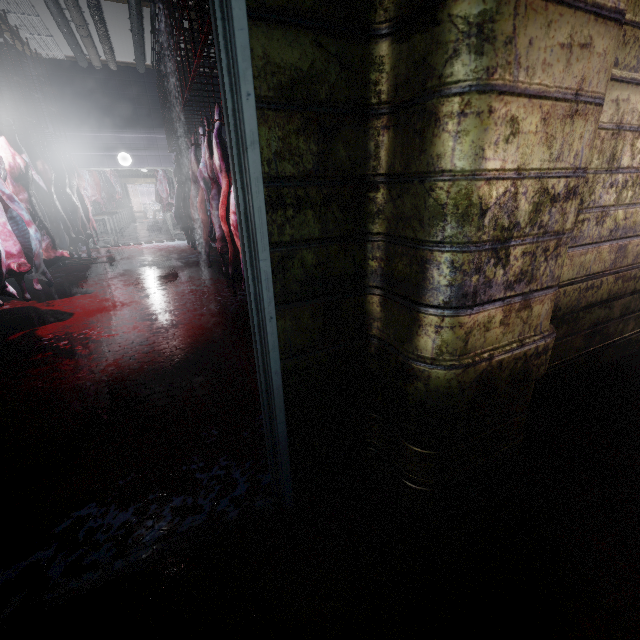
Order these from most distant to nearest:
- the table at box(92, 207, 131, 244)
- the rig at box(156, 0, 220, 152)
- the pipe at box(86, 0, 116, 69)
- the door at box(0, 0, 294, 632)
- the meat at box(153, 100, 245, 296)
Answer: the table at box(92, 207, 131, 244), the pipe at box(86, 0, 116, 69), the meat at box(153, 100, 245, 296), the rig at box(156, 0, 220, 152), the door at box(0, 0, 294, 632)

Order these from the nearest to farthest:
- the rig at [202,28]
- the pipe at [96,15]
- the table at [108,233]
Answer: the rig at [202,28] < the pipe at [96,15] < the table at [108,233]

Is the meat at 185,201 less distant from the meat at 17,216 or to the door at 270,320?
the meat at 17,216

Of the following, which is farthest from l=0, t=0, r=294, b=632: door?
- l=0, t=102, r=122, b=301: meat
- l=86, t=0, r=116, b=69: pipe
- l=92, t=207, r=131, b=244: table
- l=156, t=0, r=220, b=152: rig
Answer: l=92, t=207, r=131, b=244: table

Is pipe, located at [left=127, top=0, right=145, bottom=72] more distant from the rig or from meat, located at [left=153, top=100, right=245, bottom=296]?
meat, located at [left=153, top=100, right=245, bottom=296]

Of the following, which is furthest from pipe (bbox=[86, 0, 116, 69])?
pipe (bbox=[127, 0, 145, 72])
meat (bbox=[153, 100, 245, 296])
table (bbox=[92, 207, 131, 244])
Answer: table (bbox=[92, 207, 131, 244])

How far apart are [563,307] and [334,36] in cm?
171

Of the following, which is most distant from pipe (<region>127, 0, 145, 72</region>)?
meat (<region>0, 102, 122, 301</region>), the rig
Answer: meat (<region>0, 102, 122, 301</region>)
